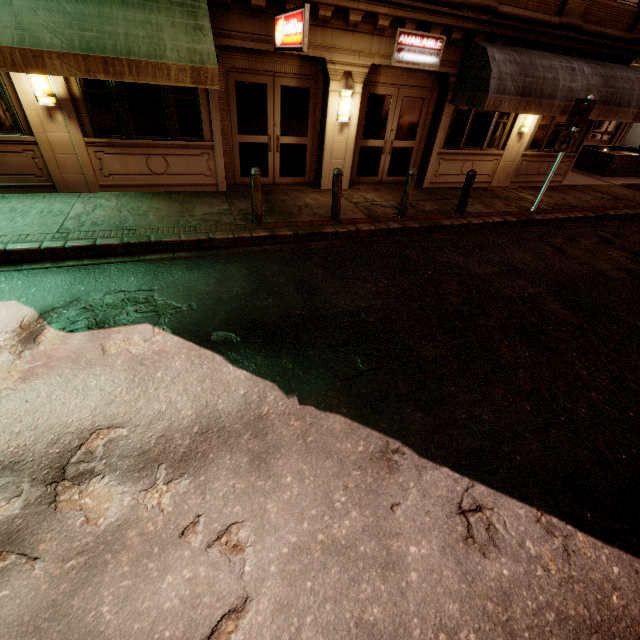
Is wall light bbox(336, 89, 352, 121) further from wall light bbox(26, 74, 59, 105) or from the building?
wall light bbox(26, 74, 59, 105)

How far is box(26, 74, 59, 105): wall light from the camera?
6.62m

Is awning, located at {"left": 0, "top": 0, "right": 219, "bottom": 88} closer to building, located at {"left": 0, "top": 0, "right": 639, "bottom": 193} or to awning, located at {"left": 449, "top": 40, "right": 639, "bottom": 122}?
building, located at {"left": 0, "top": 0, "right": 639, "bottom": 193}

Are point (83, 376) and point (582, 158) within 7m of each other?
no

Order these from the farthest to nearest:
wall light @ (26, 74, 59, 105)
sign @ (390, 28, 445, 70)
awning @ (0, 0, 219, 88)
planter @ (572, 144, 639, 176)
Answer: planter @ (572, 144, 639, 176), sign @ (390, 28, 445, 70), wall light @ (26, 74, 59, 105), awning @ (0, 0, 219, 88)

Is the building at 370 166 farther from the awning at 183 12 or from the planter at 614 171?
the planter at 614 171

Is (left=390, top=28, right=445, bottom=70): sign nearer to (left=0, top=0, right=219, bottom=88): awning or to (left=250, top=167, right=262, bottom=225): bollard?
(left=0, top=0, right=219, bottom=88): awning

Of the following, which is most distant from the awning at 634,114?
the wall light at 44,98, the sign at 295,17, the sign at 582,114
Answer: the wall light at 44,98
